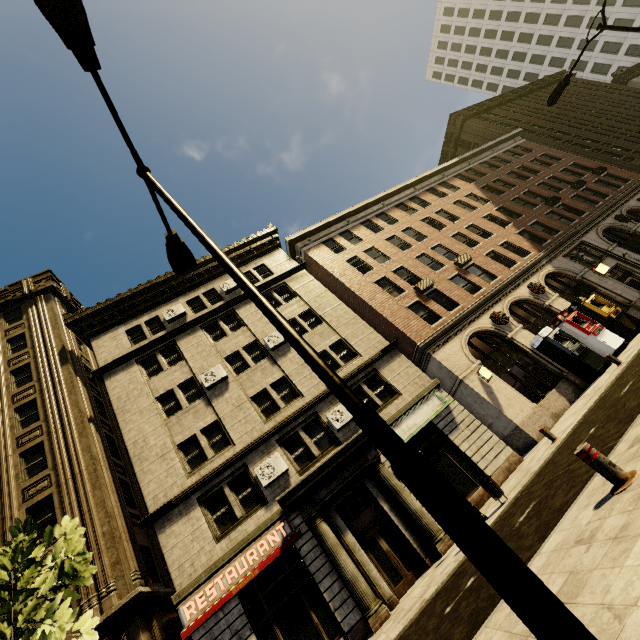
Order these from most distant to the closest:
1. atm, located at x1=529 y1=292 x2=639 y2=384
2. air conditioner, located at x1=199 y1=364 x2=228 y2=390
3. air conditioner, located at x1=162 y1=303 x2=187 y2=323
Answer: air conditioner, located at x1=162 y1=303 x2=187 y2=323 → air conditioner, located at x1=199 y1=364 x2=228 y2=390 → atm, located at x1=529 y1=292 x2=639 y2=384

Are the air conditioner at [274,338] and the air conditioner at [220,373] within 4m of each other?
yes

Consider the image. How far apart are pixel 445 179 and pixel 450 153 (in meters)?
17.04

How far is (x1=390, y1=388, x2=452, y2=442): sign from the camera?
14.96m

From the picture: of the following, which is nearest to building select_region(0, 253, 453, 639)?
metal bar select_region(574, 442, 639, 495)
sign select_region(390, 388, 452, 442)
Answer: sign select_region(390, 388, 452, 442)

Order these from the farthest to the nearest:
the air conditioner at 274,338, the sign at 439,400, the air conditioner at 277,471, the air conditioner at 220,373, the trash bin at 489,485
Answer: the air conditioner at 274,338 < the air conditioner at 220,373 < the sign at 439,400 < the air conditioner at 277,471 < the trash bin at 489,485

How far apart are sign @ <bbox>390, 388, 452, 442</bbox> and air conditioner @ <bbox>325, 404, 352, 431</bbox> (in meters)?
1.28

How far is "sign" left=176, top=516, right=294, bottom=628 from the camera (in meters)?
11.25
